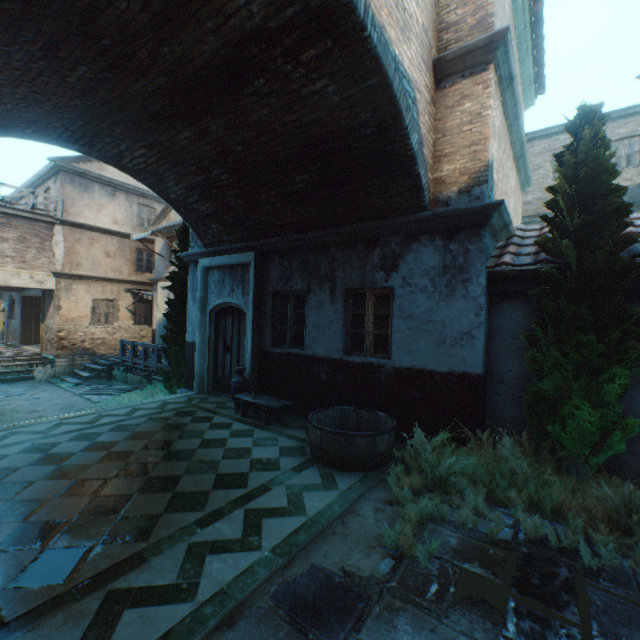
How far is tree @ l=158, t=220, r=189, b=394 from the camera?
9.84m

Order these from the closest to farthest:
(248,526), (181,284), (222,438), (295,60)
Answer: (248,526) < (295,60) < (222,438) < (181,284)

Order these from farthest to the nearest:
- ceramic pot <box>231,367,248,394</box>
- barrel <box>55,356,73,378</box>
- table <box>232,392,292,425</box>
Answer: barrel <box>55,356,73,378</box> < ceramic pot <box>231,367,248,394</box> < table <box>232,392,292,425</box>

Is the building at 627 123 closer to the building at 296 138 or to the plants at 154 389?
the building at 296 138

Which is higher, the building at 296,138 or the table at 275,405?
the building at 296,138

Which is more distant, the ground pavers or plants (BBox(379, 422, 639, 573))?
plants (BBox(379, 422, 639, 573))

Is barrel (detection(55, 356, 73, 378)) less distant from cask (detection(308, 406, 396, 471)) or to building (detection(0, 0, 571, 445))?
building (detection(0, 0, 571, 445))

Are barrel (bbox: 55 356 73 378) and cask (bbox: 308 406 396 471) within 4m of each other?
no
